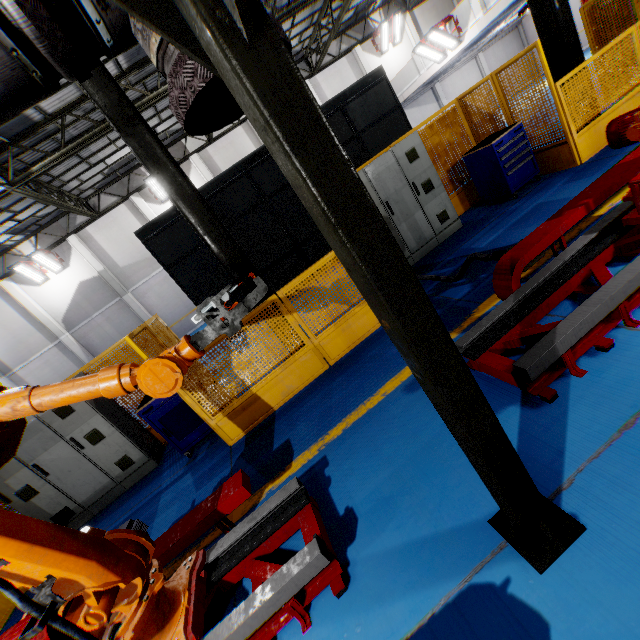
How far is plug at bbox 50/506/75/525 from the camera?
5.5m

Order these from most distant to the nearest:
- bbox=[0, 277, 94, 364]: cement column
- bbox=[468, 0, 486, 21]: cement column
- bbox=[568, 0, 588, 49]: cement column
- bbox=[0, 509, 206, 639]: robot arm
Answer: bbox=[568, 0, 588, 49]: cement column
bbox=[0, 277, 94, 364]: cement column
bbox=[468, 0, 486, 21]: cement column
bbox=[0, 509, 206, 639]: robot arm

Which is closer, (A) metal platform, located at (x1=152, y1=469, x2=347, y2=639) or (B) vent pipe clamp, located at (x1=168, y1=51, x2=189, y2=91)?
(B) vent pipe clamp, located at (x1=168, y1=51, x2=189, y2=91)

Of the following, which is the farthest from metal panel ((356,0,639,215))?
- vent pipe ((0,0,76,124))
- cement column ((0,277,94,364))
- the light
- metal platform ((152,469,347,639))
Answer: cement column ((0,277,94,364))

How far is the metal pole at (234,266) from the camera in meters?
4.6 m

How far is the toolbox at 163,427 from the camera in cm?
520

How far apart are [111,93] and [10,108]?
4.5m

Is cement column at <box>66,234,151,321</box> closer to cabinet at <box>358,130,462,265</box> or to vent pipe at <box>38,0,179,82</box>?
cabinet at <box>358,130,462,265</box>
